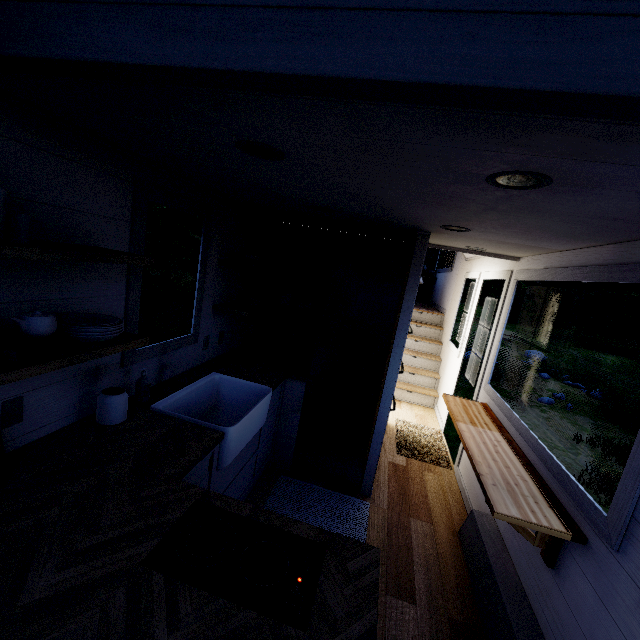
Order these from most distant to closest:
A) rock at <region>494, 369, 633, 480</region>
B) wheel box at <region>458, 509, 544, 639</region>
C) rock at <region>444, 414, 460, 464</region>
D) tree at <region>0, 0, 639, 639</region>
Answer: rock at <region>494, 369, 633, 480</region>, rock at <region>444, 414, 460, 464</region>, wheel box at <region>458, 509, 544, 639</region>, tree at <region>0, 0, 639, 639</region>

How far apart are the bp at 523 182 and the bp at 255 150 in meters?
0.9

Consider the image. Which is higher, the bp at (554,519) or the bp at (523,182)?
the bp at (523,182)

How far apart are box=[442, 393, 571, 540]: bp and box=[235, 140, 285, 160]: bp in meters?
2.1

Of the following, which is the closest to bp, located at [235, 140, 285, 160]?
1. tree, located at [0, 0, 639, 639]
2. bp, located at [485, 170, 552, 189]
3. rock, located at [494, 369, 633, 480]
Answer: tree, located at [0, 0, 639, 639]

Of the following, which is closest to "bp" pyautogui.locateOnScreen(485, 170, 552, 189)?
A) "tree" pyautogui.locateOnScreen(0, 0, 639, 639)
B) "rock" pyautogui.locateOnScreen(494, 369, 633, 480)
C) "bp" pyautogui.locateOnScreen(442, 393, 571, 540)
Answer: "tree" pyautogui.locateOnScreen(0, 0, 639, 639)

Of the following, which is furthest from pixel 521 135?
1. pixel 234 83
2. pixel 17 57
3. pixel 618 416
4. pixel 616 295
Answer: pixel 616 295

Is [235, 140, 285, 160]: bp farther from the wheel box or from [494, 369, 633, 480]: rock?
[494, 369, 633, 480]: rock
